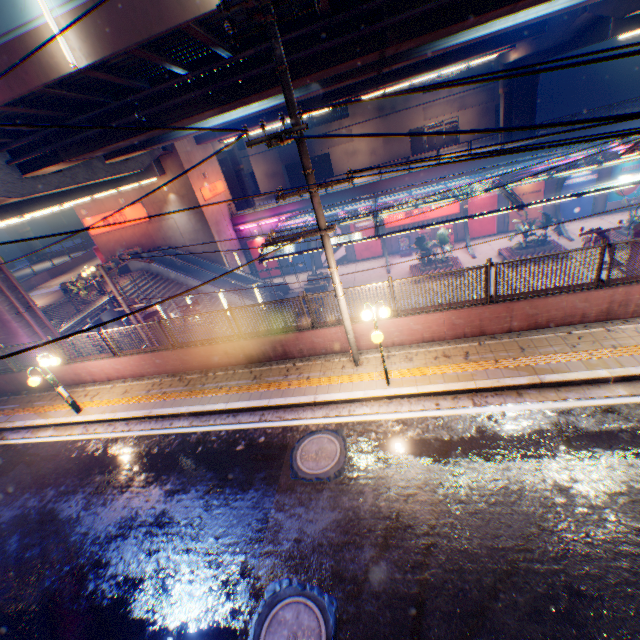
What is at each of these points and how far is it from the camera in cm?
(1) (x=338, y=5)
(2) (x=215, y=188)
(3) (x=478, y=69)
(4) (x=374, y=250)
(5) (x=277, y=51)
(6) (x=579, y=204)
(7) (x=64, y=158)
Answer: (1) overpass support, 1016
(2) sign, 3025
(3) building, 3991
(4) billboard, 3188
(5) electric pole, 586
(6) billboard, 2725
(7) overpass support, 1399

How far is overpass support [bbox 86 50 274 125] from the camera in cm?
1126

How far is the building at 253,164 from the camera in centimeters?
4738cm

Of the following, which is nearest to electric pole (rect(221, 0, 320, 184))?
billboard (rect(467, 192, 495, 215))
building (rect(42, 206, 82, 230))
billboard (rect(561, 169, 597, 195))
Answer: billboard (rect(467, 192, 495, 215))

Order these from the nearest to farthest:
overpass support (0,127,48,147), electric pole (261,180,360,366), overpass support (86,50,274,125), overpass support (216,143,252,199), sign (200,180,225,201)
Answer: electric pole (261,180,360,366), overpass support (86,50,274,125), overpass support (0,127,48,147), sign (200,180,225,201), overpass support (216,143,252,199)

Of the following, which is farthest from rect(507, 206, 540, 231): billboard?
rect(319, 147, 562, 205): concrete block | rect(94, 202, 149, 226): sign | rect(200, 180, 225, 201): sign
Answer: rect(94, 202, 149, 226): sign

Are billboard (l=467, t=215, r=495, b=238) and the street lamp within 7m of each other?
no

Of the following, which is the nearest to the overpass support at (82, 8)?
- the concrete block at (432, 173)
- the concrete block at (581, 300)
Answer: the concrete block at (581, 300)
